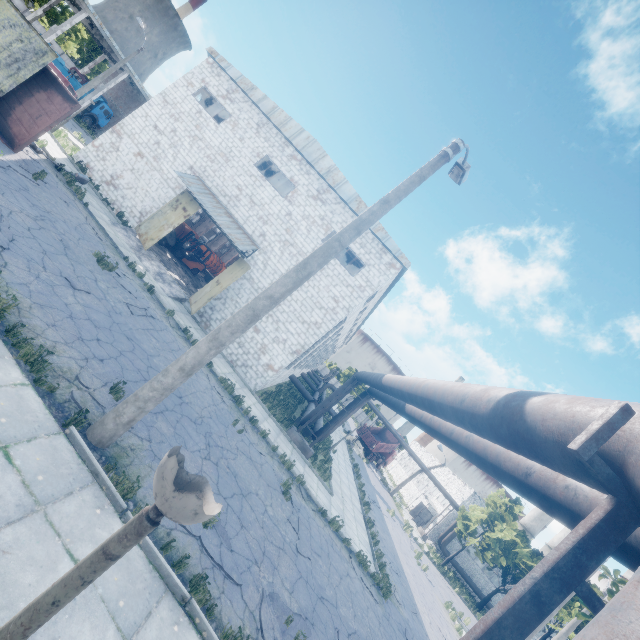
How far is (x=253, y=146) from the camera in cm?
1977

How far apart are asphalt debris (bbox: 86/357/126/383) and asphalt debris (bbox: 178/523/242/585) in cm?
171

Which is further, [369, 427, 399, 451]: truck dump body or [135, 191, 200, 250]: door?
[369, 427, 399, 451]: truck dump body

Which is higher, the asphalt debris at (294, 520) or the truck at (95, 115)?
the truck at (95, 115)

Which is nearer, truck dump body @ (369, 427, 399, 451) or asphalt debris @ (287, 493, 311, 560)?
asphalt debris @ (287, 493, 311, 560)

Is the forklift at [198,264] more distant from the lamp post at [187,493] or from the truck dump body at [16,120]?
the lamp post at [187,493]

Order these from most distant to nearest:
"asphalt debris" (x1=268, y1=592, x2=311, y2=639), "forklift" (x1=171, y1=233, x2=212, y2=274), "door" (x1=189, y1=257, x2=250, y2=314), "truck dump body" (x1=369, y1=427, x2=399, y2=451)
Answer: "truck dump body" (x1=369, y1=427, x2=399, y2=451)
"forklift" (x1=171, y1=233, x2=212, y2=274)
"door" (x1=189, y1=257, x2=250, y2=314)
"asphalt debris" (x1=268, y1=592, x2=311, y2=639)

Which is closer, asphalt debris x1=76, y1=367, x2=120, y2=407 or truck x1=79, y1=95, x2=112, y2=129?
asphalt debris x1=76, y1=367, x2=120, y2=407
